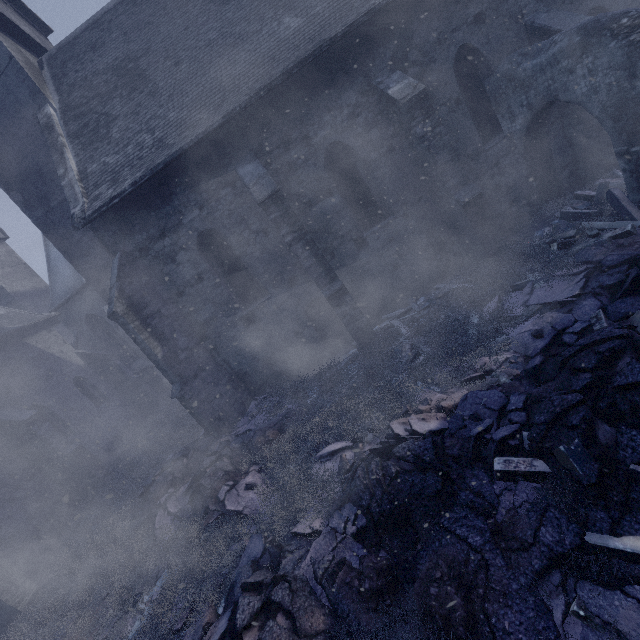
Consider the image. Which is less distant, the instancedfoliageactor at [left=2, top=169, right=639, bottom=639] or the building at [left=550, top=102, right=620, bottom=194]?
the instancedfoliageactor at [left=2, top=169, right=639, bottom=639]

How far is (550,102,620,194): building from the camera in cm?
867

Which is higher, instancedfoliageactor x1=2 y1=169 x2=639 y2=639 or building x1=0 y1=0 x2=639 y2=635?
building x1=0 y1=0 x2=639 y2=635

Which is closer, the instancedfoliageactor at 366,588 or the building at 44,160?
the instancedfoliageactor at 366,588

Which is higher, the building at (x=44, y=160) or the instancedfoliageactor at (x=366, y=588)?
the building at (x=44, y=160)

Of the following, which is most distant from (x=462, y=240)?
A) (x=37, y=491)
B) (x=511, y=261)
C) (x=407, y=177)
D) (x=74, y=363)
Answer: (x=74, y=363)
